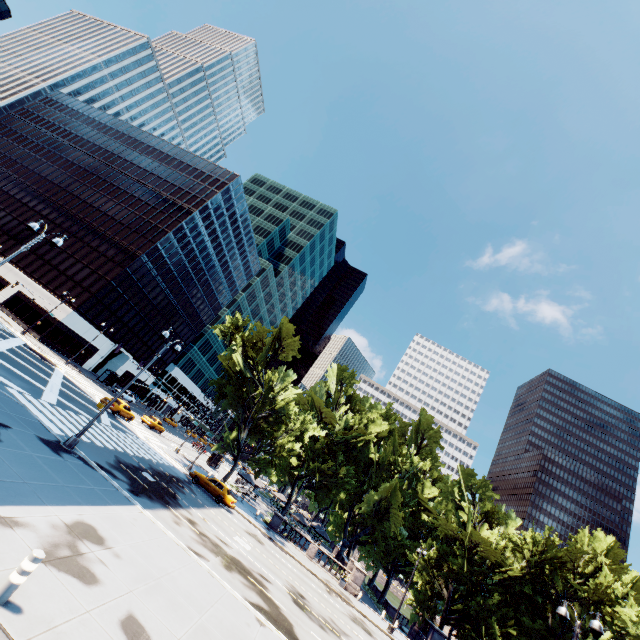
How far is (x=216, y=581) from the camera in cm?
1348

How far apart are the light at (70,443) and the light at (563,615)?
21.7m

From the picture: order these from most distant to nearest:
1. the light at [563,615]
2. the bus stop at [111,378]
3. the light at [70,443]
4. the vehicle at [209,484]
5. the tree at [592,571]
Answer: the bus stop at [111,378] → the tree at [592,571] → the vehicle at [209,484] → the light at [70,443] → the light at [563,615]

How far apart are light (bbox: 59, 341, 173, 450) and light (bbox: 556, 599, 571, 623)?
21.7m

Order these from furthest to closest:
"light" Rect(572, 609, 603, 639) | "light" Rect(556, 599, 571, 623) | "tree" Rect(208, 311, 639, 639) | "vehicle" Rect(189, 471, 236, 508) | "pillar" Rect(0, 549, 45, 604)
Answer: "tree" Rect(208, 311, 639, 639) < "vehicle" Rect(189, 471, 236, 508) < "light" Rect(556, 599, 571, 623) < "light" Rect(572, 609, 603, 639) < "pillar" Rect(0, 549, 45, 604)

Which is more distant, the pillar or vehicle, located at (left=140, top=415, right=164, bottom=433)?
vehicle, located at (left=140, top=415, right=164, bottom=433)

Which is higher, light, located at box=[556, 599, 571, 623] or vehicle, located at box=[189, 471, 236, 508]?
light, located at box=[556, 599, 571, 623]

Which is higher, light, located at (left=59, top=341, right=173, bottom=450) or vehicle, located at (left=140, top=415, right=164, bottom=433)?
vehicle, located at (left=140, top=415, right=164, bottom=433)
